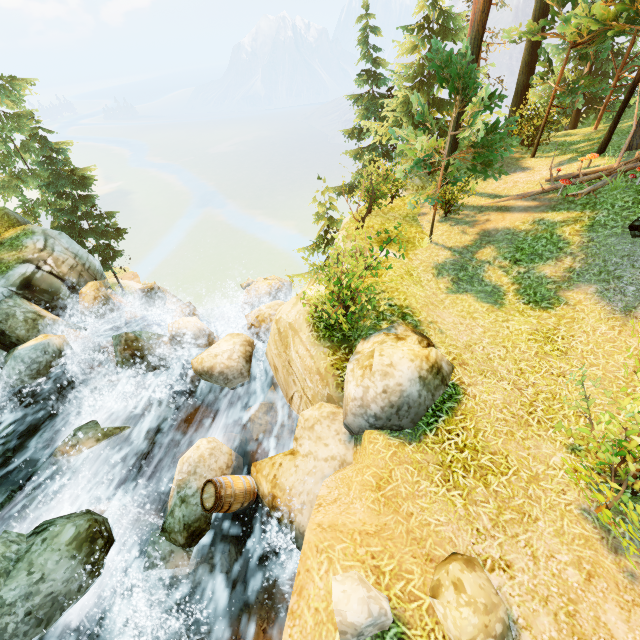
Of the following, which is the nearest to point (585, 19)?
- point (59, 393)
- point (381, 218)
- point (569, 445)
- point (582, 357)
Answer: point (381, 218)

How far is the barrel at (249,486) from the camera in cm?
657

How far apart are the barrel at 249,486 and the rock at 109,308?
11.8 meters

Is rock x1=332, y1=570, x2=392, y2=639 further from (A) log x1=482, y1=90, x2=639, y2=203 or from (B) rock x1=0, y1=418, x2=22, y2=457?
(A) log x1=482, y1=90, x2=639, y2=203

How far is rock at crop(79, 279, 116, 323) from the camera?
14.8m

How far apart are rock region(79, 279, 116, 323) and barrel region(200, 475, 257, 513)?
11.8m

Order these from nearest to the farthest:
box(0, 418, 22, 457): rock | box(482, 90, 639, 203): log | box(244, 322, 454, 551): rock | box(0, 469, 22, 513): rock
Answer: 1. box(244, 322, 454, 551): rock
2. box(0, 469, 22, 513): rock
3. box(0, 418, 22, 457): rock
4. box(482, 90, 639, 203): log

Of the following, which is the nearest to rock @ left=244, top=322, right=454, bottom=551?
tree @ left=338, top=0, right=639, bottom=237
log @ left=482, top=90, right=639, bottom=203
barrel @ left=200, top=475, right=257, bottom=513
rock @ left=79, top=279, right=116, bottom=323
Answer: barrel @ left=200, top=475, right=257, bottom=513
